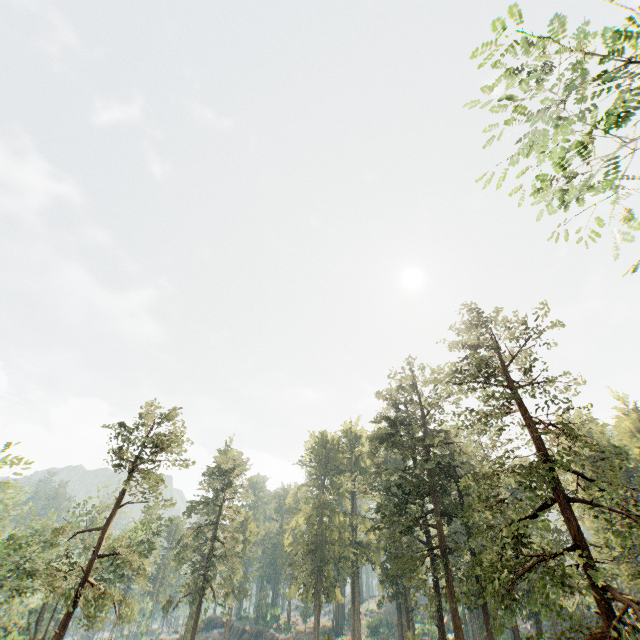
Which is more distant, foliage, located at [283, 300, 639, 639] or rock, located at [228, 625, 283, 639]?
rock, located at [228, 625, 283, 639]

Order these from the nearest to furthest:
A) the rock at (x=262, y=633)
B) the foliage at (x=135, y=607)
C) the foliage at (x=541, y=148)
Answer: the foliage at (x=541, y=148)
the foliage at (x=135, y=607)
the rock at (x=262, y=633)

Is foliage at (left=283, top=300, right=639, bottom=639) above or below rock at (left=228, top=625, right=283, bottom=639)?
above

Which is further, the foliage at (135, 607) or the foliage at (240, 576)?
the foliage at (240, 576)

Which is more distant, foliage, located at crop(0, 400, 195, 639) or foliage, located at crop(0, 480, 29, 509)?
foliage, located at crop(0, 400, 195, 639)

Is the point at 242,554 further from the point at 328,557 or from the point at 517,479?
the point at 517,479
